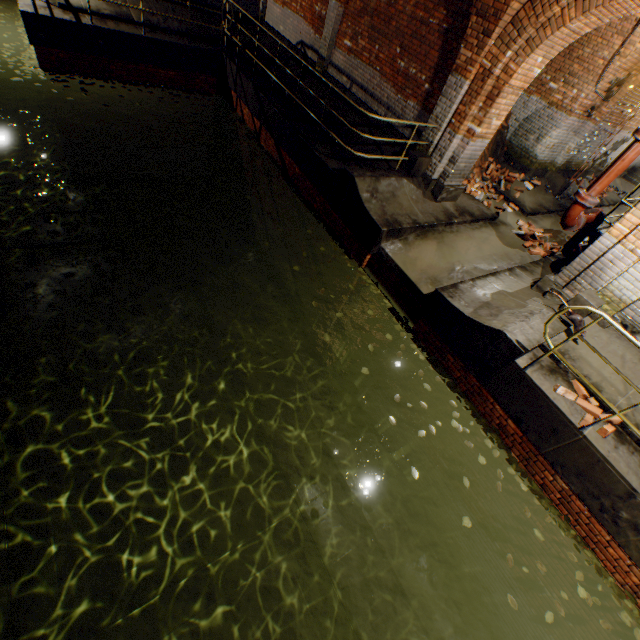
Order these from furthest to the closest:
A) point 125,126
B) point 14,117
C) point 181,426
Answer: point 14,117, point 125,126, point 181,426

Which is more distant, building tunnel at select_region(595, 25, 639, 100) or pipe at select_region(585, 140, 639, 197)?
building tunnel at select_region(595, 25, 639, 100)

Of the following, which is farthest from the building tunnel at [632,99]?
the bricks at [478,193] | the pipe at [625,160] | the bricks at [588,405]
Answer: the bricks at [588,405]

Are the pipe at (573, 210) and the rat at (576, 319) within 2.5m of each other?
yes

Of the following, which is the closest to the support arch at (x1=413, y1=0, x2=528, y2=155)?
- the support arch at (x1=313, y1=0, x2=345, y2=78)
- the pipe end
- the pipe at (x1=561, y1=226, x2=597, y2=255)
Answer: the support arch at (x1=313, y1=0, x2=345, y2=78)

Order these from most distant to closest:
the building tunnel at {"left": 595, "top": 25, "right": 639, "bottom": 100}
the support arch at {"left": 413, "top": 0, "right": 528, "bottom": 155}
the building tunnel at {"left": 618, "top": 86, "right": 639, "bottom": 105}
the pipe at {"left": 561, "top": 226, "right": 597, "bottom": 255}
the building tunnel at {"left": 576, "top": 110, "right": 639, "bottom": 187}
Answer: the building tunnel at {"left": 576, "top": 110, "right": 639, "bottom": 187}, the building tunnel at {"left": 618, "top": 86, "right": 639, "bottom": 105}, the building tunnel at {"left": 595, "top": 25, "right": 639, "bottom": 100}, the pipe at {"left": 561, "top": 226, "right": 597, "bottom": 255}, the support arch at {"left": 413, "top": 0, "right": 528, "bottom": 155}

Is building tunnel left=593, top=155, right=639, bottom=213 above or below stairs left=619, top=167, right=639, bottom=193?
below

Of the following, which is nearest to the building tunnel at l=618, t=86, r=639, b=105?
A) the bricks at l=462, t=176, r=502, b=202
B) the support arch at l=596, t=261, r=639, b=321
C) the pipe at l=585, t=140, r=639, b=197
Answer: the bricks at l=462, t=176, r=502, b=202
